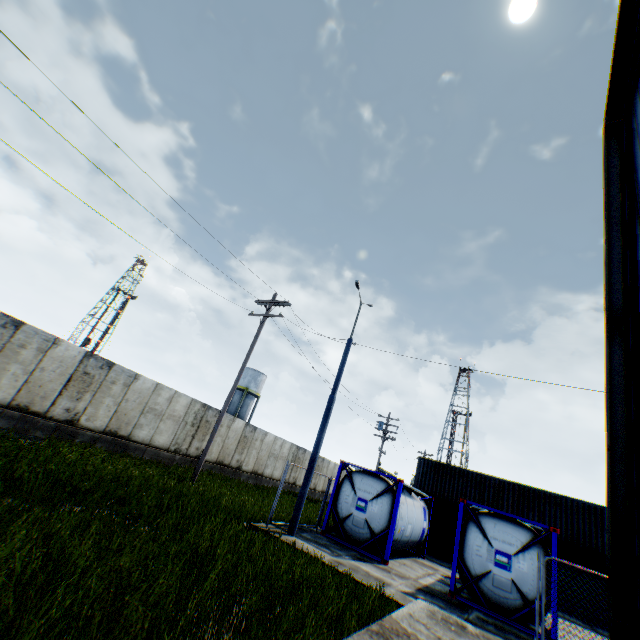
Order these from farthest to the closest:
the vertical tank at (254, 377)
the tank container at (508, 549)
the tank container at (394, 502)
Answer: the vertical tank at (254, 377), the tank container at (394, 502), the tank container at (508, 549)

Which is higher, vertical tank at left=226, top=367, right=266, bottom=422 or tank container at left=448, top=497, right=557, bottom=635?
vertical tank at left=226, top=367, right=266, bottom=422

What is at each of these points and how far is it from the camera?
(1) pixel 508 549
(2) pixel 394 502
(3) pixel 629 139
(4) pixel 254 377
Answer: (1) tank container, 10.7 meters
(2) tank container, 13.1 meters
(3) building, 6.7 meters
(4) vertical tank, 47.5 meters

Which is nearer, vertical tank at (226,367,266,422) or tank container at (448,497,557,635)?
tank container at (448,497,557,635)

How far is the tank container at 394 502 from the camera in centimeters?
1276cm

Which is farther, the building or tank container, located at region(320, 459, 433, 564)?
tank container, located at region(320, 459, 433, 564)

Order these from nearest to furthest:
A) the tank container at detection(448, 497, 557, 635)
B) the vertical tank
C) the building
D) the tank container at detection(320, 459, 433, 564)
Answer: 1. the building
2. the tank container at detection(448, 497, 557, 635)
3. the tank container at detection(320, 459, 433, 564)
4. the vertical tank
